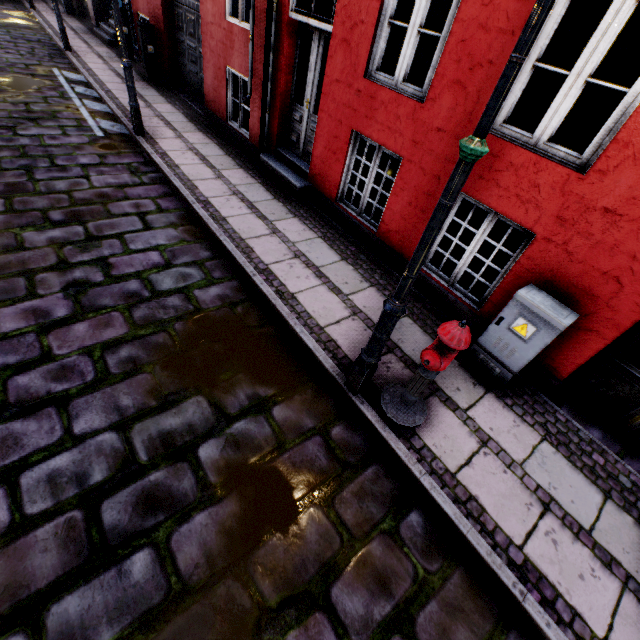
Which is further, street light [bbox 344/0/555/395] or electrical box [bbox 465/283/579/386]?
electrical box [bbox 465/283/579/386]

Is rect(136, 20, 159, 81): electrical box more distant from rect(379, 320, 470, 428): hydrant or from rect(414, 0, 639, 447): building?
rect(379, 320, 470, 428): hydrant

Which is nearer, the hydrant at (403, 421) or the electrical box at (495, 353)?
the hydrant at (403, 421)

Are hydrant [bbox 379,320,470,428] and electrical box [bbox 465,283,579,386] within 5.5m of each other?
yes

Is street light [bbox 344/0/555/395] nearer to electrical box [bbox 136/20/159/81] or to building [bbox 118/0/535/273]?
building [bbox 118/0/535/273]

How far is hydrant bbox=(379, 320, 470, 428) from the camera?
2.4m

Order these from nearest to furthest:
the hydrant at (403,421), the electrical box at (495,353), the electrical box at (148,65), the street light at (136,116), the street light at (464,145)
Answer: the street light at (464,145)
the hydrant at (403,421)
the electrical box at (495,353)
the street light at (136,116)
the electrical box at (148,65)

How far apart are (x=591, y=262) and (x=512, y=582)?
2.89m
